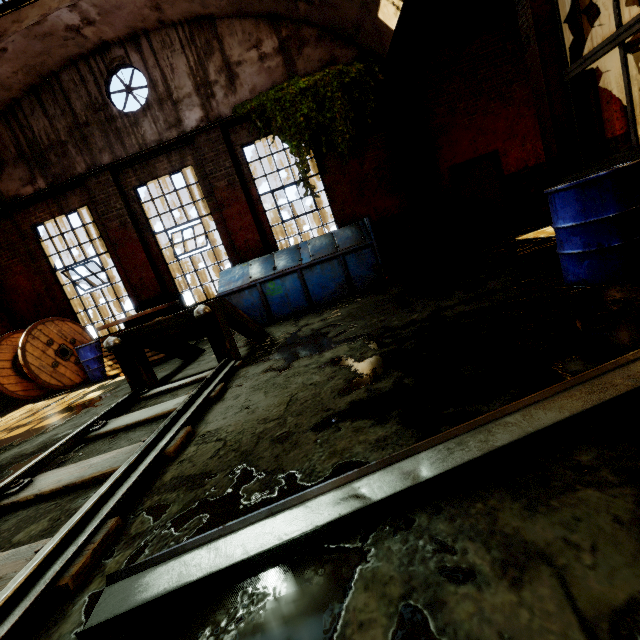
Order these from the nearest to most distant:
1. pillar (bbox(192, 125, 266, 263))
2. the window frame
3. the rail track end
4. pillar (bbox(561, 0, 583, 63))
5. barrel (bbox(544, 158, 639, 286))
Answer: barrel (bbox(544, 158, 639, 286))
pillar (bbox(561, 0, 583, 63))
the rail track end
the window frame
pillar (bbox(192, 125, 266, 263))

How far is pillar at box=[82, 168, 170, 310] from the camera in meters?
8.5 m

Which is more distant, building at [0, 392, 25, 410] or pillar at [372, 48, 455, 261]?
building at [0, 392, 25, 410]

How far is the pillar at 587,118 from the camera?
3.7 meters

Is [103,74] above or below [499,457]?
above

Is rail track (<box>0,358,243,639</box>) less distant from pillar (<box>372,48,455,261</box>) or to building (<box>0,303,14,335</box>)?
building (<box>0,303,14,335</box>)

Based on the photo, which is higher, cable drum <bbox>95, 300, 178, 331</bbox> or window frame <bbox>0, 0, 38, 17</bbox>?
window frame <bbox>0, 0, 38, 17</bbox>

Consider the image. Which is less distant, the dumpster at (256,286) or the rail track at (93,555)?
the rail track at (93,555)
